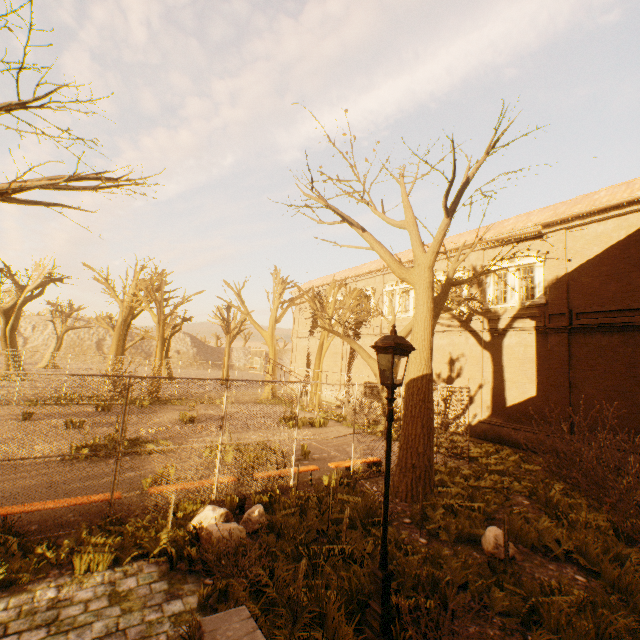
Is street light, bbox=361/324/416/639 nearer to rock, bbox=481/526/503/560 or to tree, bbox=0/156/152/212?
rock, bbox=481/526/503/560

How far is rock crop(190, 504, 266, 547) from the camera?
5.7 meters

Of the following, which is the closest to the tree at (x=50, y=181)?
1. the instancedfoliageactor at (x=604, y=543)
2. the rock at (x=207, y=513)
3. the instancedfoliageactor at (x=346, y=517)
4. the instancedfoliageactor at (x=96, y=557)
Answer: the instancedfoliageactor at (x=96, y=557)

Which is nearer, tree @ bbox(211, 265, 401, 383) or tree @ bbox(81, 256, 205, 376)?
tree @ bbox(211, 265, 401, 383)

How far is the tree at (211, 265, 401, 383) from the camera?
17.1m

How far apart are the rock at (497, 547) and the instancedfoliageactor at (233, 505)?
5.1m

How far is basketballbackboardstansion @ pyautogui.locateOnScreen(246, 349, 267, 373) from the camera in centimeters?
1581cm

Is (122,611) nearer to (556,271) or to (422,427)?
(422,427)
